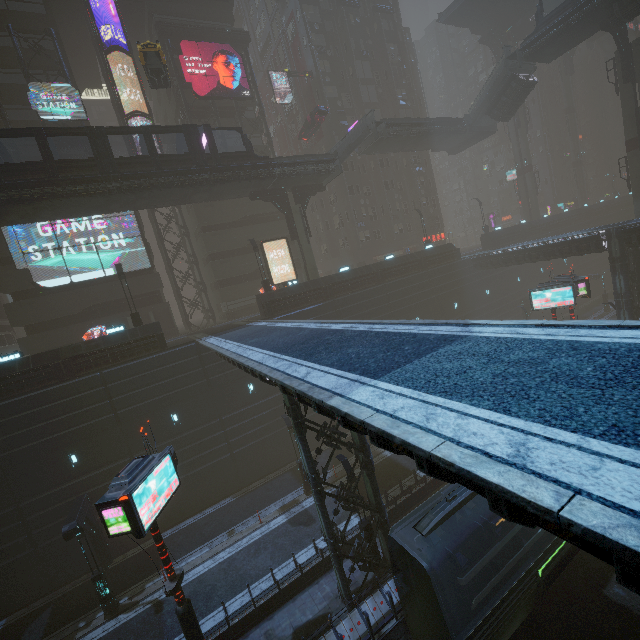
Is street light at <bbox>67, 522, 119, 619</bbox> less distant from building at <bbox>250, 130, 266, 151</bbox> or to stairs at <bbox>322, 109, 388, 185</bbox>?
building at <bbox>250, 130, 266, 151</bbox>

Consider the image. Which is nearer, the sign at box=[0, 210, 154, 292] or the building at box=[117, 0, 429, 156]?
the sign at box=[0, 210, 154, 292]

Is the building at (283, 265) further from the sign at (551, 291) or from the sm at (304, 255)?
the sign at (551, 291)

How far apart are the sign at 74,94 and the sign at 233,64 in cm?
900

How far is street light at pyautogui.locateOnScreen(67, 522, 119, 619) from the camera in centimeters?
1616cm

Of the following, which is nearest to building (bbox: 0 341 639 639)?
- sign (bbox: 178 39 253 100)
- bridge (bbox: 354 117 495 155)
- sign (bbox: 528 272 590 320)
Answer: sign (bbox: 528 272 590 320)

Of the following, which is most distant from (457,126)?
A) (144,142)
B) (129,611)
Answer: (129,611)

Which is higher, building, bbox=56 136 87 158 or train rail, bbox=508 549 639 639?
building, bbox=56 136 87 158
